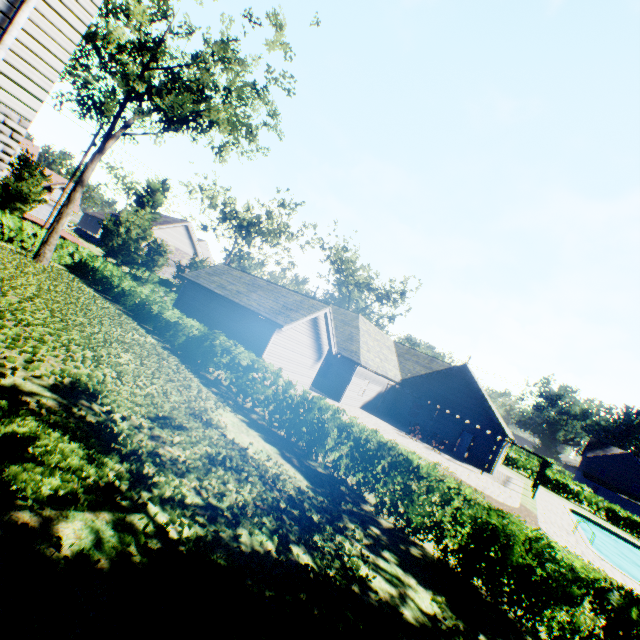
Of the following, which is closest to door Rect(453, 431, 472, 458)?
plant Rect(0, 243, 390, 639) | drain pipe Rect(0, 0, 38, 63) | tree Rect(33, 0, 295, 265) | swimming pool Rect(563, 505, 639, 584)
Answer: swimming pool Rect(563, 505, 639, 584)

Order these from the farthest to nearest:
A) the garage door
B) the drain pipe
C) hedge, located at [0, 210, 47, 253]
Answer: the garage door → hedge, located at [0, 210, 47, 253] → the drain pipe

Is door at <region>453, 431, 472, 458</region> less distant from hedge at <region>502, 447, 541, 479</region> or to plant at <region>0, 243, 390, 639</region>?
plant at <region>0, 243, 390, 639</region>

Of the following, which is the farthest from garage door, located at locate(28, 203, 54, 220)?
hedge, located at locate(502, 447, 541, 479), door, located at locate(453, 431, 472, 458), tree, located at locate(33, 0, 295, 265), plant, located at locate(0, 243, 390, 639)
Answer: hedge, located at locate(502, 447, 541, 479)

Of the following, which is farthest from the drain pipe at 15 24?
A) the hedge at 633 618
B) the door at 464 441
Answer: the door at 464 441

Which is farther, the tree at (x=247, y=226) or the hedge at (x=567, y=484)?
the hedge at (x=567, y=484)

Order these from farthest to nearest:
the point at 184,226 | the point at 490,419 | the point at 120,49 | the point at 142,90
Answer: the point at 184,226
the point at 490,419
the point at 120,49
the point at 142,90

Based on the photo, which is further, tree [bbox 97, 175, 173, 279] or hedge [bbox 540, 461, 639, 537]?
hedge [bbox 540, 461, 639, 537]
